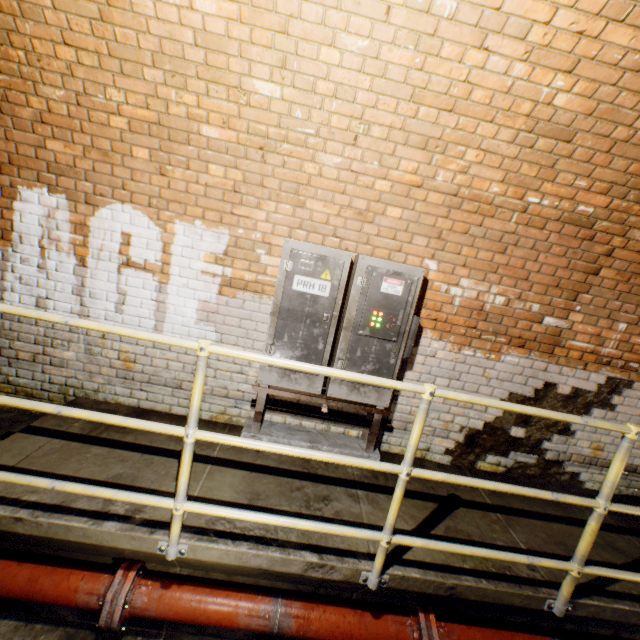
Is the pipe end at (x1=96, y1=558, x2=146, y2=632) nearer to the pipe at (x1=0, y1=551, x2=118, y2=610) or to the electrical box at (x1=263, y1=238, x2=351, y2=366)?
the pipe at (x1=0, y1=551, x2=118, y2=610)

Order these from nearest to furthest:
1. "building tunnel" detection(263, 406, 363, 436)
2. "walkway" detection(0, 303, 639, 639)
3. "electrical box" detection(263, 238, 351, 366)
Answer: "walkway" detection(0, 303, 639, 639), "electrical box" detection(263, 238, 351, 366), "building tunnel" detection(263, 406, 363, 436)

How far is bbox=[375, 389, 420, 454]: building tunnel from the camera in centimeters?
330cm

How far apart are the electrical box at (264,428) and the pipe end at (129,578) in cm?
111

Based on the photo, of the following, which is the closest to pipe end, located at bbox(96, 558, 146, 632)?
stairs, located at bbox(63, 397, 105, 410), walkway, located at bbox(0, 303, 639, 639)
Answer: walkway, located at bbox(0, 303, 639, 639)

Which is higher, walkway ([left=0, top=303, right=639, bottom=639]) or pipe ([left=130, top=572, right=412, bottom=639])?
walkway ([left=0, top=303, right=639, bottom=639])

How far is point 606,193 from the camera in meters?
2.6 m

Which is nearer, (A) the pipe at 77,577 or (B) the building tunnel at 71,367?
(A) the pipe at 77,577
